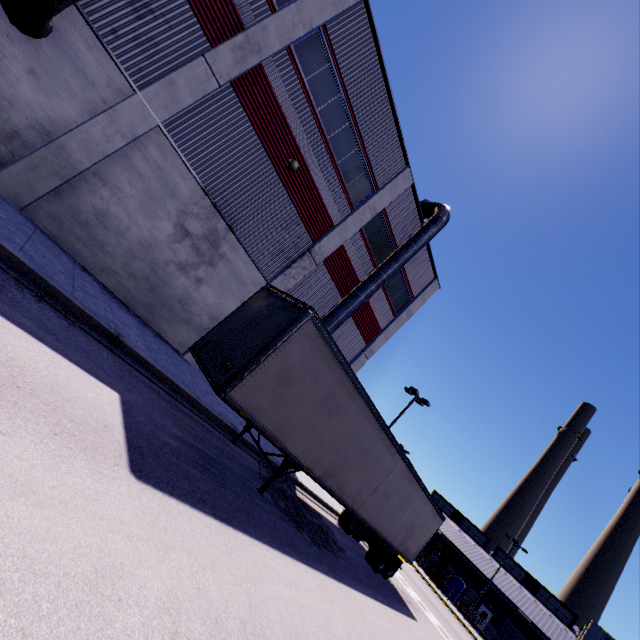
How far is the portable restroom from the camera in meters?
42.5

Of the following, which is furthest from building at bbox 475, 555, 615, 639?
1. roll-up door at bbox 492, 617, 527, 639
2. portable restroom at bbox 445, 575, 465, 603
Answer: portable restroom at bbox 445, 575, 465, 603

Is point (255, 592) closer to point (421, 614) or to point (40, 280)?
point (40, 280)

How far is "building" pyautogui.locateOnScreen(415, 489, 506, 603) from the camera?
45.5m

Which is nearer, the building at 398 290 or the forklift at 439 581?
the building at 398 290

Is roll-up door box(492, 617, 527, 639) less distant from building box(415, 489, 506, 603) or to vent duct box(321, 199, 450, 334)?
building box(415, 489, 506, 603)

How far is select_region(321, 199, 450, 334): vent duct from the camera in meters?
15.9 m

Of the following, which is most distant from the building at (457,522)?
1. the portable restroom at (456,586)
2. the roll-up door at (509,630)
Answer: the portable restroom at (456,586)
